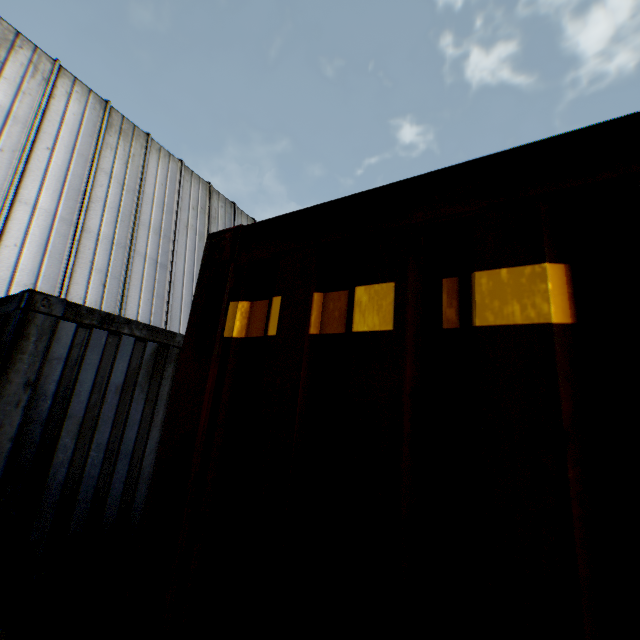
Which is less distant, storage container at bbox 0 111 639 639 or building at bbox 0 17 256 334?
storage container at bbox 0 111 639 639

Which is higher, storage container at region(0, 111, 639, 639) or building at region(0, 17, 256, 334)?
building at region(0, 17, 256, 334)

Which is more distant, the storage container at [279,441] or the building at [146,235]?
the building at [146,235]

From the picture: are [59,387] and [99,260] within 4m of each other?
no

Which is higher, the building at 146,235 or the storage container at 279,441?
the building at 146,235
